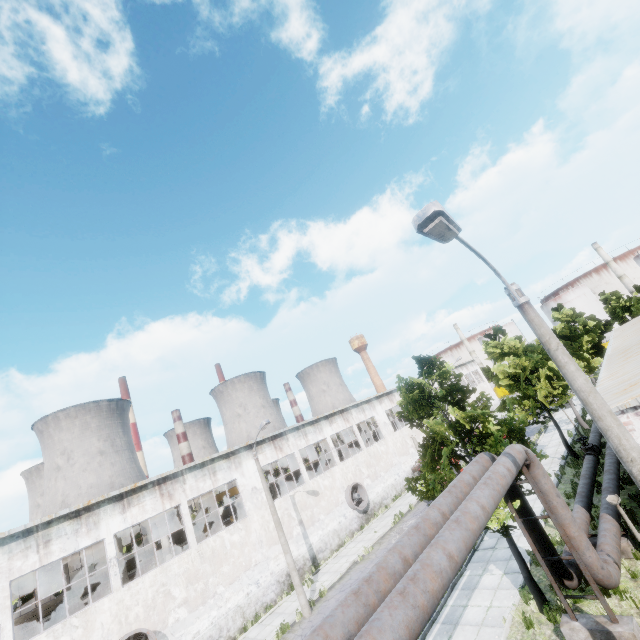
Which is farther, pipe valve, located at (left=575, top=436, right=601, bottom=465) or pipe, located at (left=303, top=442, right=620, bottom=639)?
pipe valve, located at (left=575, top=436, right=601, bottom=465)

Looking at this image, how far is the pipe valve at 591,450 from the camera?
17.8m

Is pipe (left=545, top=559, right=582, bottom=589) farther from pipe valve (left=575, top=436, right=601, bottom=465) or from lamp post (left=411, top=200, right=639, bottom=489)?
lamp post (left=411, top=200, right=639, bottom=489)

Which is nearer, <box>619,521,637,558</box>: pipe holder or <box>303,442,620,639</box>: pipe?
<box>303,442,620,639</box>: pipe

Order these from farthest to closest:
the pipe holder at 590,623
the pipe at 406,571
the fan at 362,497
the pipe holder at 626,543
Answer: the fan at 362,497, the pipe holder at 626,543, the pipe holder at 590,623, the pipe at 406,571

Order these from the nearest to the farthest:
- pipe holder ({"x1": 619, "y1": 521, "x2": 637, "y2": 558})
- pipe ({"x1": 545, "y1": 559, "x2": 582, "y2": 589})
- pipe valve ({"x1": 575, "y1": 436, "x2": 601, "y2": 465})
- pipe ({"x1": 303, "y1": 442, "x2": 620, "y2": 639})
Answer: pipe ({"x1": 303, "y1": 442, "x2": 620, "y2": 639})
pipe ({"x1": 545, "y1": 559, "x2": 582, "y2": 589})
pipe holder ({"x1": 619, "y1": 521, "x2": 637, "y2": 558})
pipe valve ({"x1": 575, "y1": 436, "x2": 601, "y2": 465})

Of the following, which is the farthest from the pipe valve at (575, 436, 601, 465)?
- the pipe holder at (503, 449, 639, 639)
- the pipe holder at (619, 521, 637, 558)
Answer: the pipe holder at (503, 449, 639, 639)

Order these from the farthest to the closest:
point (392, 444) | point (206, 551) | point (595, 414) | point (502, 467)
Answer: point (392, 444)
point (206, 551)
point (502, 467)
point (595, 414)
